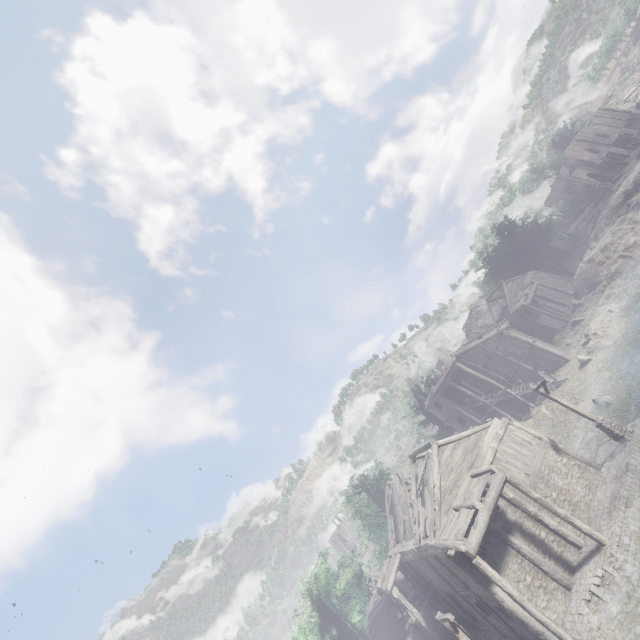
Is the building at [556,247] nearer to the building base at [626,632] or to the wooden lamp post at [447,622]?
the building base at [626,632]

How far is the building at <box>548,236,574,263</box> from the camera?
53.8 meters

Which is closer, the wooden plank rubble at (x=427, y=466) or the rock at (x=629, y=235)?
the wooden plank rubble at (x=427, y=466)

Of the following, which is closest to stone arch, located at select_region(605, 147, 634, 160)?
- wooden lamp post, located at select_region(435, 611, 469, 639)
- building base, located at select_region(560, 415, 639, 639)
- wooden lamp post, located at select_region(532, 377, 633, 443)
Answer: building base, located at select_region(560, 415, 639, 639)

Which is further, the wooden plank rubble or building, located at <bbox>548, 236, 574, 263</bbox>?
building, located at <bbox>548, 236, 574, 263</bbox>

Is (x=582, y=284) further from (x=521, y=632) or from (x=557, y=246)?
(x=521, y=632)

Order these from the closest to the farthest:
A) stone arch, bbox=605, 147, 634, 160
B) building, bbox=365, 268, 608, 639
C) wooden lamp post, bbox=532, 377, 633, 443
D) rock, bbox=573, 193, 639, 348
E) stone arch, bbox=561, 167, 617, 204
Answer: building, bbox=365, 268, 608, 639 < wooden lamp post, bbox=532, 377, 633, 443 < rock, bbox=573, 193, 639, 348 < stone arch, bbox=561, 167, 617, 204 < stone arch, bbox=605, 147, 634, 160

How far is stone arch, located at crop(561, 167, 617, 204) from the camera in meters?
53.7
